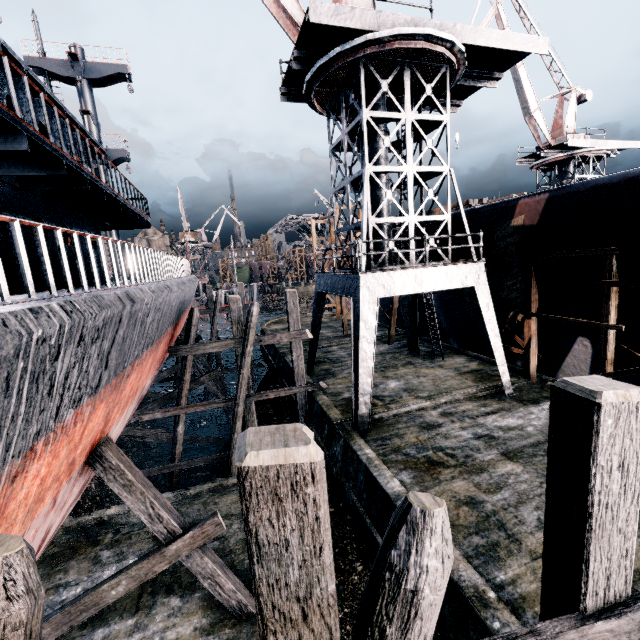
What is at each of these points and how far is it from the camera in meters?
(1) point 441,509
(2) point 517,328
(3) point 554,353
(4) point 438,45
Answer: (1) wooden scaffolding, 2.0
(2) ship construction, 16.9
(3) ship construction, 15.7
(4) crane, 11.8

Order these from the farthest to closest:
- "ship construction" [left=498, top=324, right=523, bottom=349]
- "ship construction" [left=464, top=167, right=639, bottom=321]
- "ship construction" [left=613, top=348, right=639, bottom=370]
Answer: "ship construction" [left=498, top=324, right=523, bottom=349] < "ship construction" [left=613, top=348, right=639, bottom=370] < "ship construction" [left=464, top=167, right=639, bottom=321]

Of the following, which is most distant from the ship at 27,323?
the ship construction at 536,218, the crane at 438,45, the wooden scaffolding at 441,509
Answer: the ship construction at 536,218

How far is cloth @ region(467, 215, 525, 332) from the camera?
14.2m

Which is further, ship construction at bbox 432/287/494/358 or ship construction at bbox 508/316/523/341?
ship construction at bbox 432/287/494/358

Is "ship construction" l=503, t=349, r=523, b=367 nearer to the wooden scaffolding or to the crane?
the crane

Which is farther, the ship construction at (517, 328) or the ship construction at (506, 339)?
the ship construction at (506, 339)

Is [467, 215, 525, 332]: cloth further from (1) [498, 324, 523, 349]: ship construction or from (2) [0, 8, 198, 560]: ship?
(2) [0, 8, 198, 560]: ship
